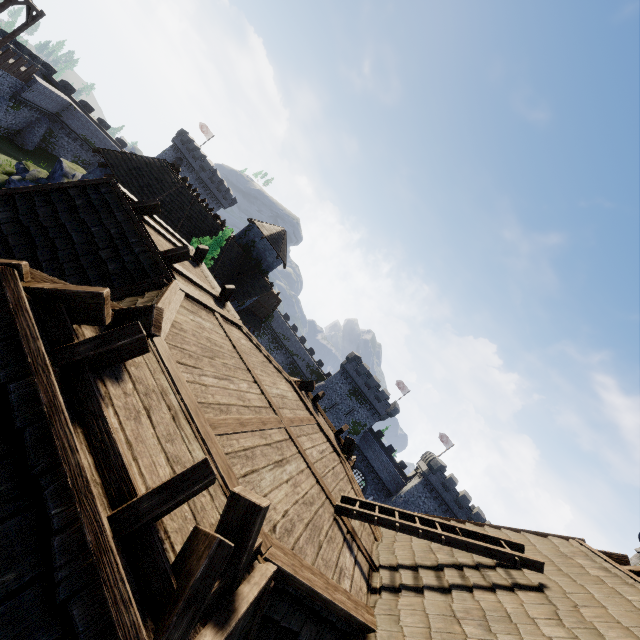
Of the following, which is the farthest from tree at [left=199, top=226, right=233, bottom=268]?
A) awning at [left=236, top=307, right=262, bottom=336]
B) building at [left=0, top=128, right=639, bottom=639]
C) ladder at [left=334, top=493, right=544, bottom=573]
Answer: ladder at [left=334, top=493, right=544, bottom=573]

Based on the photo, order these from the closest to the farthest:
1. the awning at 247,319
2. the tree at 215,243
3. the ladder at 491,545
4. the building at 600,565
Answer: the building at 600,565 < the ladder at 491,545 < the tree at 215,243 < the awning at 247,319

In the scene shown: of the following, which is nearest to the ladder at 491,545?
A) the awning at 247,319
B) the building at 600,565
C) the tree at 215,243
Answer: the building at 600,565

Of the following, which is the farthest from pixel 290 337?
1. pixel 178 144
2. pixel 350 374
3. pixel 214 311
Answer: pixel 214 311

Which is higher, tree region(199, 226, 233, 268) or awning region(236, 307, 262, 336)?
tree region(199, 226, 233, 268)

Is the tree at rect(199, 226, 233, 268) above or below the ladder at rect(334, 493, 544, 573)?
below

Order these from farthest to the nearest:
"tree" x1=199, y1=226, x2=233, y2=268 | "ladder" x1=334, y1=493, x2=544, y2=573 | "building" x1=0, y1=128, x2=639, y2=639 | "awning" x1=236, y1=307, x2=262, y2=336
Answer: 1. "awning" x1=236, y1=307, x2=262, y2=336
2. "tree" x1=199, y1=226, x2=233, y2=268
3. "ladder" x1=334, y1=493, x2=544, y2=573
4. "building" x1=0, y1=128, x2=639, y2=639
